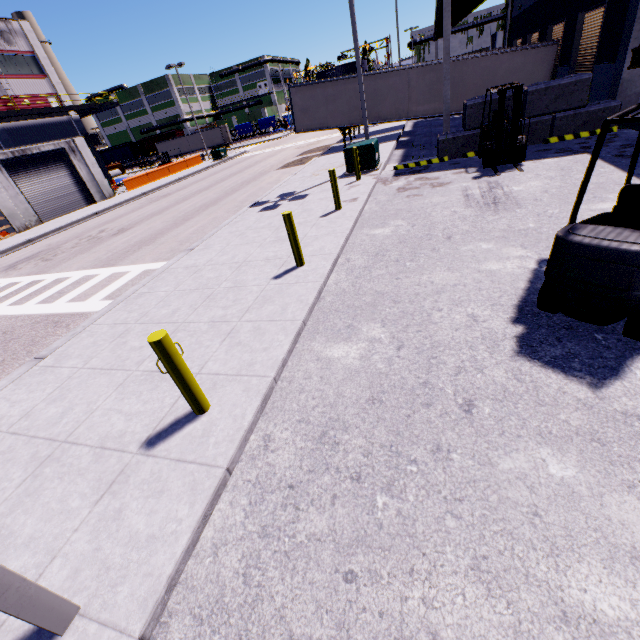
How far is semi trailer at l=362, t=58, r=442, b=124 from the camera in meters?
18.9

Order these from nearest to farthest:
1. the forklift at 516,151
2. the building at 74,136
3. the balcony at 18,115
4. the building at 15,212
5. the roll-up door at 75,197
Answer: the forklift at 516,151
the building at 15,212
the roll-up door at 75,197
the building at 74,136
the balcony at 18,115

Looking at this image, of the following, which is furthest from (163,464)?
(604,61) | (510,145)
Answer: (604,61)

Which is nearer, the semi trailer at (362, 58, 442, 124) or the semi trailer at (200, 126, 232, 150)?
the semi trailer at (362, 58, 442, 124)

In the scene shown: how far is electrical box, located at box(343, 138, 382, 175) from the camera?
13.5m

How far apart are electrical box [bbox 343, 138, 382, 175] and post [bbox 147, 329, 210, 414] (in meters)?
12.59

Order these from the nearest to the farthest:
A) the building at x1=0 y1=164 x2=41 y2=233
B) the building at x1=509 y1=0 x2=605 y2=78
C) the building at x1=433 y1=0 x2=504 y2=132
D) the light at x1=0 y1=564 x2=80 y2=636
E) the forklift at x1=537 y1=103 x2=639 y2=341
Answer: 1. the light at x1=0 y1=564 x2=80 y2=636
2. the forklift at x1=537 y1=103 x2=639 y2=341
3. the building at x1=433 y1=0 x2=504 y2=132
4. the building at x1=509 y1=0 x2=605 y2=78
5. the building at x1=0 y1=164 x2=41 y2=233

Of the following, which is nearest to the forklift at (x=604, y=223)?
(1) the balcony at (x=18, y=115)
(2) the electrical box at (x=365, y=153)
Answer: (2) the electrical box at (x=365, y=153)
